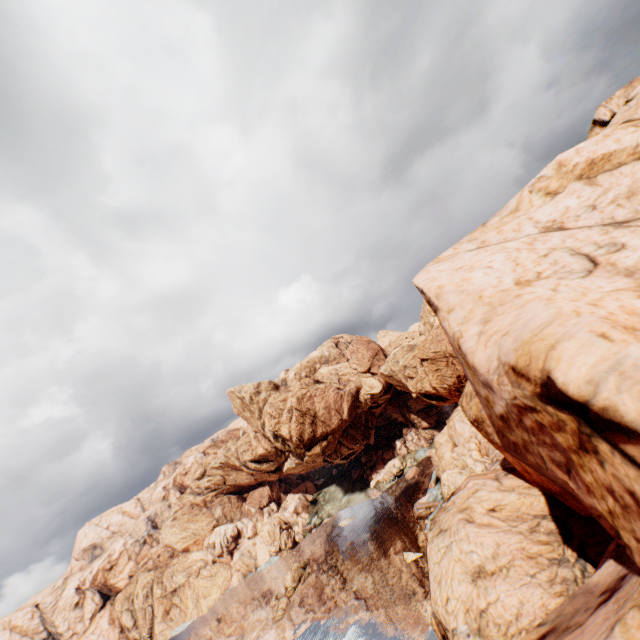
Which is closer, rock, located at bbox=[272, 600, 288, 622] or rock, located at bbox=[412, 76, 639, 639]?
rock, located at bbox=[412, 76, 639, 639]

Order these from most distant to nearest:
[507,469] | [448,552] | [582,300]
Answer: [507,469] < [448,552] < [582,300]

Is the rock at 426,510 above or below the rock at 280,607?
above

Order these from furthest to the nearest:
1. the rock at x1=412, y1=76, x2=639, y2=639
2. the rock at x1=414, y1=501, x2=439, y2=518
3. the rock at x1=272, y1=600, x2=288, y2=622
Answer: the rock at x1=414, y1=501, x2=439, y2=518 → the rock at x1=272, y1=600, x2=288, y2=622 → the rock at x1=412, y1=76, x2=639, y2=639

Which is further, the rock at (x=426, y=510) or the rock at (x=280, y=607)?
the rock at (x=426, y=510)

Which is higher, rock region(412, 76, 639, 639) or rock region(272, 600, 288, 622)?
rock region(412, 76, 639, 639)
